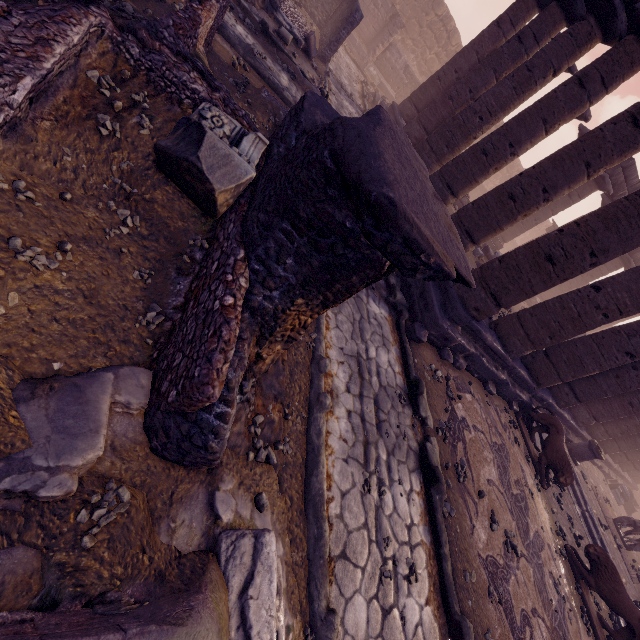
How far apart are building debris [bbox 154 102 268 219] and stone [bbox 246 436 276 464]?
2.0 meters

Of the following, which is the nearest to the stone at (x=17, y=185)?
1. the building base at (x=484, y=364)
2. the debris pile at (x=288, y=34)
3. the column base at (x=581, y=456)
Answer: the building base at (x=484, y=364)

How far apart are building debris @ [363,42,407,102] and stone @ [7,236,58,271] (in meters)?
22.13

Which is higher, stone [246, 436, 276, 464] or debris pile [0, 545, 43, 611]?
debris pile [0, 545, 43, 611]

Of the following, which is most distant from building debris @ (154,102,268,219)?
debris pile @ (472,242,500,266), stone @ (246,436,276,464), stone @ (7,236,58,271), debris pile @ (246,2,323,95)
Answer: debris pile @ (472,242,500,266)

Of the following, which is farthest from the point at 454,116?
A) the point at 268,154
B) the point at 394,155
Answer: the point at 394,155

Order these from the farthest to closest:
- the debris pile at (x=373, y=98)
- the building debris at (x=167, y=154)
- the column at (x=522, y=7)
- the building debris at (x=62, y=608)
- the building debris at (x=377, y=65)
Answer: the building debris at (x=377, y=65), the debris pile at (x=373, y=98), the column at (x=522, y=7), the building debris at (x=167, y=154), the building debris at (x=62, y=608)

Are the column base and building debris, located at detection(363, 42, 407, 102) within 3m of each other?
no
